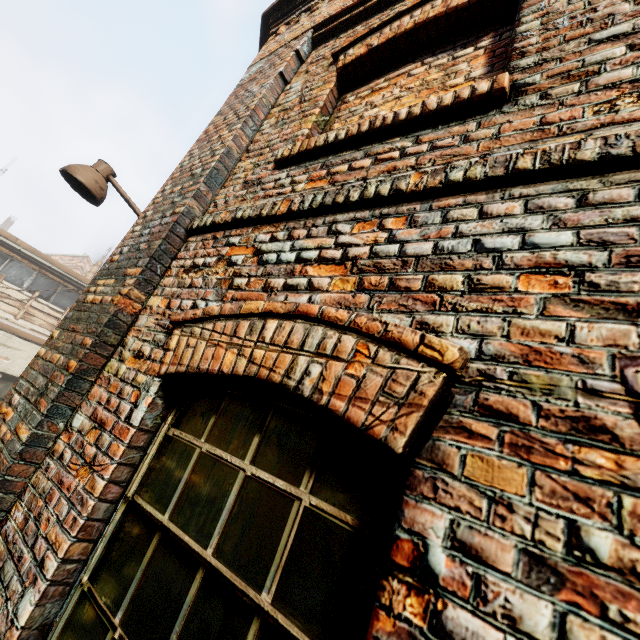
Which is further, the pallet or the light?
the pallet

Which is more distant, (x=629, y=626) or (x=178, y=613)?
(x=178, y=613)

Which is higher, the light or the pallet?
the light

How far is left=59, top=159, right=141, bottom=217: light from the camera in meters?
3.1 m

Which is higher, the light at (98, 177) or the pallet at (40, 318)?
the light at (98, 177)

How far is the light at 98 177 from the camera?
3.1m
